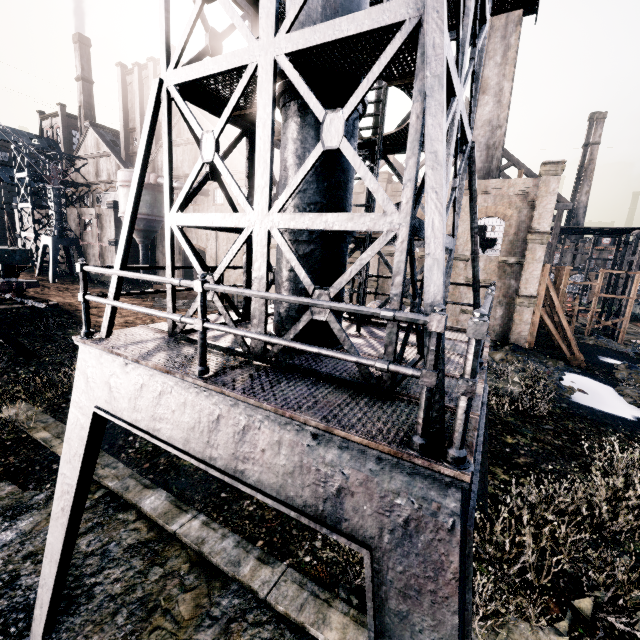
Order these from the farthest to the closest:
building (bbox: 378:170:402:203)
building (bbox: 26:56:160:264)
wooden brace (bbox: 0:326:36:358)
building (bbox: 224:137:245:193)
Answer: building (bbox: 26:56:160:264) → building (bbox: 224:137:245:193) → building (bbox: 378:170:402:203) → wooden brace (bbox: 0:326:36:358)

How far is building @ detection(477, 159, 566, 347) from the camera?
22.0m

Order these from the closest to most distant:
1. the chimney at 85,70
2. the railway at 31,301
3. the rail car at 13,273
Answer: the railway at 31,301
the rail car at 13,273
the chimney at 85,70

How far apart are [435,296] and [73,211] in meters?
56.0

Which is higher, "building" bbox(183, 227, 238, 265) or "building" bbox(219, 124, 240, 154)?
"building" bbox(219, 124, 240, 154)

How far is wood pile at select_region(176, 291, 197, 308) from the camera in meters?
32.2

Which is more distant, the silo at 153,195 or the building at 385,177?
the silo at 153,195
